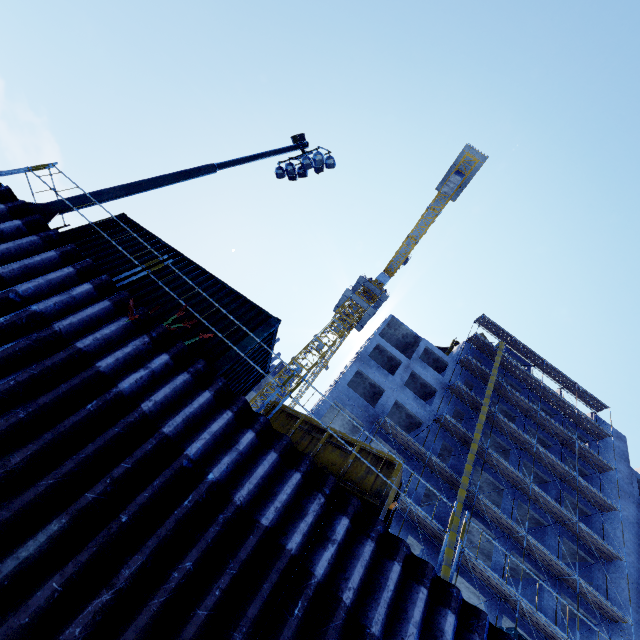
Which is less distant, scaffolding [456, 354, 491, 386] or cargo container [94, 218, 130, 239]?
cargo container [94, 218, 130, 239]

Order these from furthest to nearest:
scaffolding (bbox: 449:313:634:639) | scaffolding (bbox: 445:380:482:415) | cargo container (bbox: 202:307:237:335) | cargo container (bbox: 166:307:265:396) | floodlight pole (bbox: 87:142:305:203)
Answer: scaffolding (bbox: 445:380:482:415)
scaffolding (bbox: 449:313:634:639)
floodlight pole (bbox: 87:142:305:203)
cargo container (bbox: 202:307:237:335)
cargo container (bbox: 166:307:265:396)

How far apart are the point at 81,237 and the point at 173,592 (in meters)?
8.60

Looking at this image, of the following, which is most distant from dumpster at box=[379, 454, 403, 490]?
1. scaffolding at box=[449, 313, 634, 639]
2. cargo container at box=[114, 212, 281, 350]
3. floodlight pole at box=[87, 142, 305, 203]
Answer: scaffolding at box=[449, 313, 634, 639]

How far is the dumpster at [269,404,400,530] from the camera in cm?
641

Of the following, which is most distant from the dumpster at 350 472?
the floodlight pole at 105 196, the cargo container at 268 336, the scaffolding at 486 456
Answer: the scaffolding at 486 456

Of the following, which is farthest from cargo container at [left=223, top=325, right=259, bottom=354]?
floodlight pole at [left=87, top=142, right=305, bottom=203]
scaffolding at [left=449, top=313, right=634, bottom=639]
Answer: scaffolding at [left=449, top=313, right=634, bottom=639]

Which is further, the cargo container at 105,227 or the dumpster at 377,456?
the cargo container at 105,227
